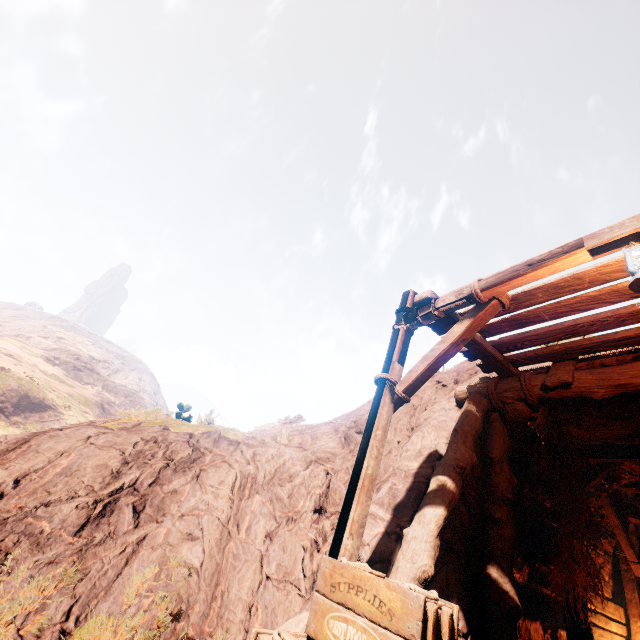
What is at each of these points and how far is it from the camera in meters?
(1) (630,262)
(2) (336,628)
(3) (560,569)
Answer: (1) lantern, 2.7 m
(2) wooden box, 2.7 m
(3) z, 5.2 m

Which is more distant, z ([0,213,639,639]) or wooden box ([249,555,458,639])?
z ([0,213,639,639])

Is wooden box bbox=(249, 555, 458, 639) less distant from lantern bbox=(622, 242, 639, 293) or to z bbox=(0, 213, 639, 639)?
z bbox=(0, 213, 639, 639)

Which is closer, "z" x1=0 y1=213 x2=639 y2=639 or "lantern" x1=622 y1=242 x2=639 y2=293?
"lantern" x1=622 y1=242 x2=639 y2=293

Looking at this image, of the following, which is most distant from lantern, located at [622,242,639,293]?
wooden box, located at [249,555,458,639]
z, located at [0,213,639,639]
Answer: wooden box, located at [249,555,458,639]

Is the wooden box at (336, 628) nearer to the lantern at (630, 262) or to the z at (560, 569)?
the z at (560, 569)
